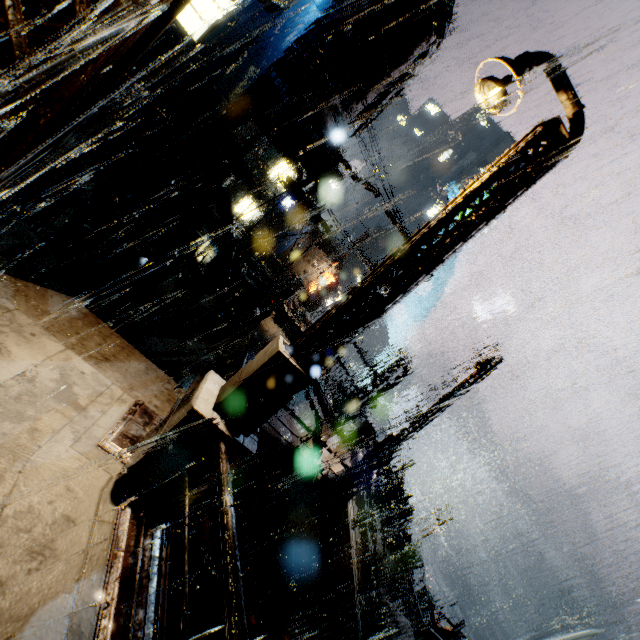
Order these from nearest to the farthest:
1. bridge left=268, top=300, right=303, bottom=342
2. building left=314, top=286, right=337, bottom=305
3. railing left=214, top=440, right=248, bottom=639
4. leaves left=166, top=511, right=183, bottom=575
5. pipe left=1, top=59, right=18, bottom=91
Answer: railing left=214, top=440, right=248, bottom=639
pipe left=1, top=59, right=18, bottom=91
leaves left=166, top=511, right=183, bottom=575
bridge left=268, top=300, right=303, bottom=342
building left=314, top=286, right=337, bottom=305

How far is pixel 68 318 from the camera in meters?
5.6 m

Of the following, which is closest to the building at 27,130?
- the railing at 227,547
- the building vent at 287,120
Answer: the building vent at 287,120

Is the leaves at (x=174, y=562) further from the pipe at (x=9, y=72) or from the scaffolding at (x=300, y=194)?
the pipe at (x=9, y=72)

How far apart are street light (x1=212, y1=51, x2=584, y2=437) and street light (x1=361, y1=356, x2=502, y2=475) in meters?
7.4

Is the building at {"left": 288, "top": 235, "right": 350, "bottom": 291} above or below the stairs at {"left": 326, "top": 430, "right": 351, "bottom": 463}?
above

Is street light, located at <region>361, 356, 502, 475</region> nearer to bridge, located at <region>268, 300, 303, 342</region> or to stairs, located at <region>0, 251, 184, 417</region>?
stairs, located at <region>0, 251, 184, 417</region>

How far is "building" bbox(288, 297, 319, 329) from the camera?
27.6m
